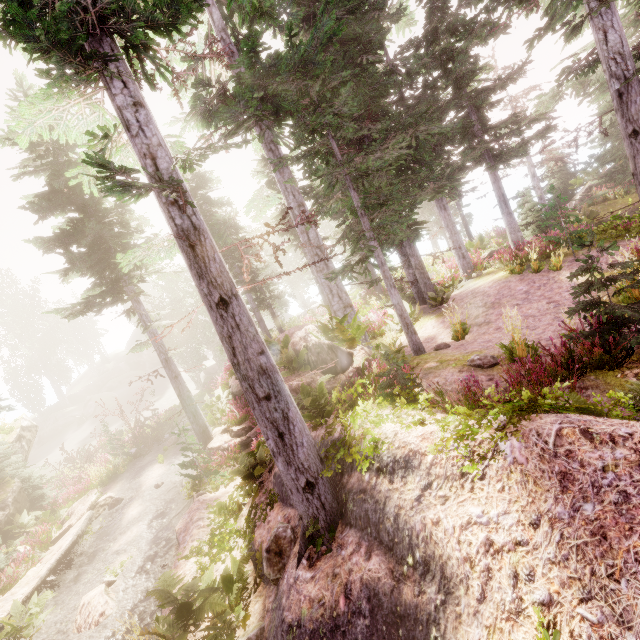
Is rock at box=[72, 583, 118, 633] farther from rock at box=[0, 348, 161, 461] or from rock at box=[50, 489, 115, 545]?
rock at box=[0, 348, 161, 461]

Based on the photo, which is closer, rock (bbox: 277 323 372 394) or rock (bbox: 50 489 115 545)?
rock (bbox: 277 323 372 394)

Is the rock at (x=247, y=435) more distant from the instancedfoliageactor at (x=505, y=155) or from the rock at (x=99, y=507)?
the rock at (x=99, y=507)

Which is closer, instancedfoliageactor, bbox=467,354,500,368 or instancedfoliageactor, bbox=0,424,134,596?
instancedfoliageactor, bbox=467,354,500,368

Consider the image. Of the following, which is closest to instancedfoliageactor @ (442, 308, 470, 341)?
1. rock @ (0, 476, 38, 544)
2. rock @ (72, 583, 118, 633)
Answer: rock @ (0, 476, 38, 544)

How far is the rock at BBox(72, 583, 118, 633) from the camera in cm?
870

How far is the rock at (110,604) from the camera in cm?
870

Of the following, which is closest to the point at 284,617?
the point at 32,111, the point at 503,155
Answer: the point at 32,111
